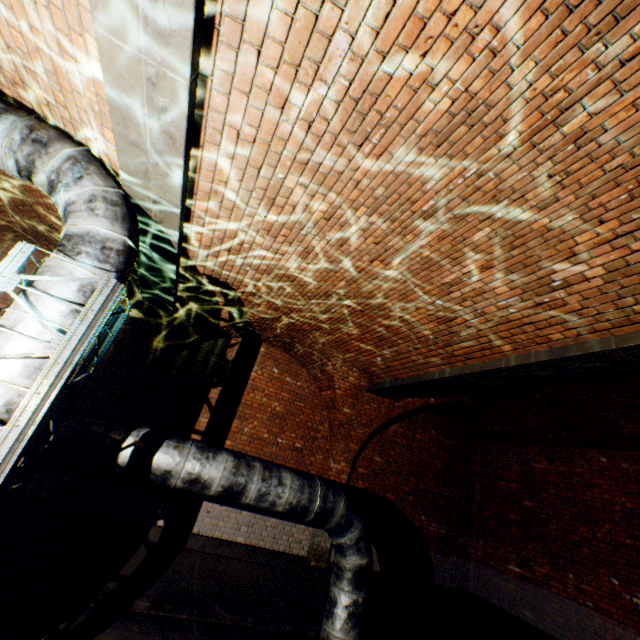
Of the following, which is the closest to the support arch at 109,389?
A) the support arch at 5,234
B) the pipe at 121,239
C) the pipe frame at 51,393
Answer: the support arch at 5,234

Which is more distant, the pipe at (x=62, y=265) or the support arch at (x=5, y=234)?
the support arch at (x=5, y=234)

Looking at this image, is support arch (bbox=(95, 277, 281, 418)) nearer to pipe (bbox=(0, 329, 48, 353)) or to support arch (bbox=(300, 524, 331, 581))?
support arch (bbox=(300, 524, 331, 581))

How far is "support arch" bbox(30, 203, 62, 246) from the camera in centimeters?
491cm

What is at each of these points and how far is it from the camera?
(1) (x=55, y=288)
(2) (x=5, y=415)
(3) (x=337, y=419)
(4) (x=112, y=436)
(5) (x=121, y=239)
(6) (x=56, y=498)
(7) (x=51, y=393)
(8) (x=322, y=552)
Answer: (1) pipe, 2.6 meters
(2) pipe, 2.3 meters
(3) support arch, 7.6 meters
(4) pipe, 3.9 meters
(5) pipe, 3.0 meters
(6) support arch, 5.4 meters
(7) pipe frame, 2.3 meters
(8) support arch, 6.9 meters

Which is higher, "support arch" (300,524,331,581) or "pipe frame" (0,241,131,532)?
"pipe frame" (0,241,131,532)

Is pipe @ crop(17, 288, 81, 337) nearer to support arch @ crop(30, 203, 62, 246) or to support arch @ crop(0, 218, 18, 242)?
support arch @ crop(0, 218, 18, 242)

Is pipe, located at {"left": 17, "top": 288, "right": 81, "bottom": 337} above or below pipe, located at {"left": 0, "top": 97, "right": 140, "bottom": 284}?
below
